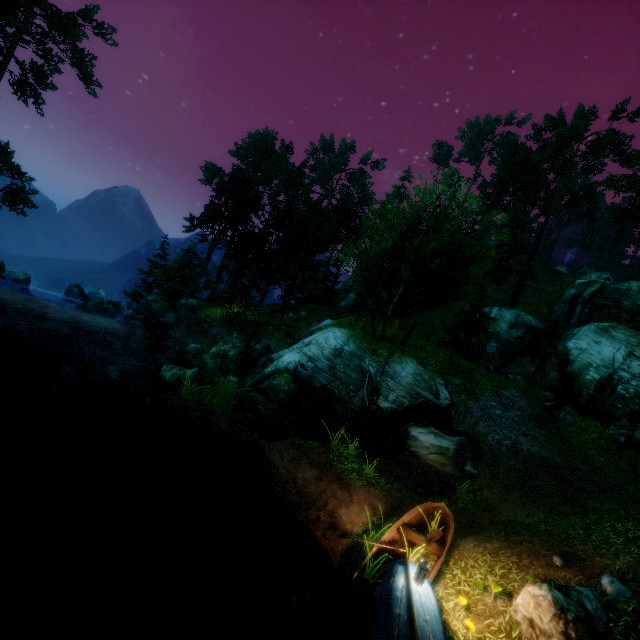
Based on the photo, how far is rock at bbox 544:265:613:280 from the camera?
53.7m

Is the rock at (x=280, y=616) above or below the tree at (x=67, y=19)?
below

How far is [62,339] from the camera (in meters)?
20.22

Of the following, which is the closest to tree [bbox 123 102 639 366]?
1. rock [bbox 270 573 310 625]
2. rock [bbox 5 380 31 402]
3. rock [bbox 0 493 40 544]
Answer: rock [bbox 5 380 31 402]

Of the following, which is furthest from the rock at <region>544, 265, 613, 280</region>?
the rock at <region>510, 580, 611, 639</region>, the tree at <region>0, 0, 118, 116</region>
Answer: the rock at <region>510, 580, 611, 639</region>

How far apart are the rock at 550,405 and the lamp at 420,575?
14.5m

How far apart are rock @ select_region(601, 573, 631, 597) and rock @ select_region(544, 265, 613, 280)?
62.9m

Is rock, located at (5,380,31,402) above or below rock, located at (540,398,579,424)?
below
